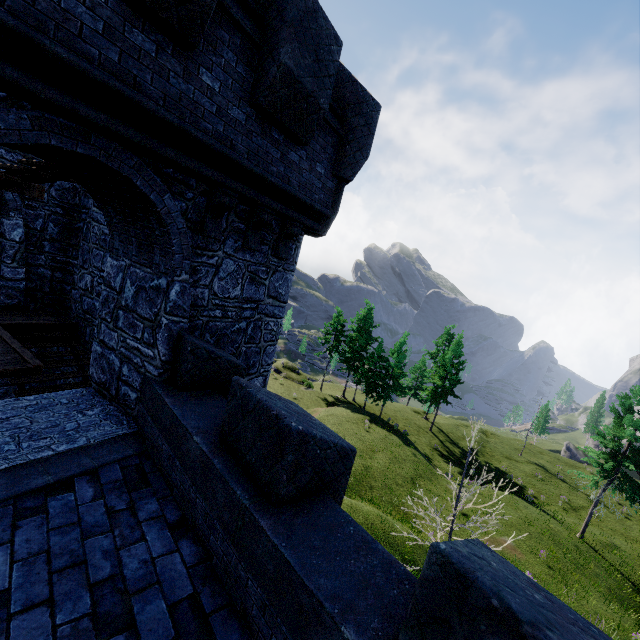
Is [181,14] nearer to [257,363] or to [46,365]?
[257,363]
